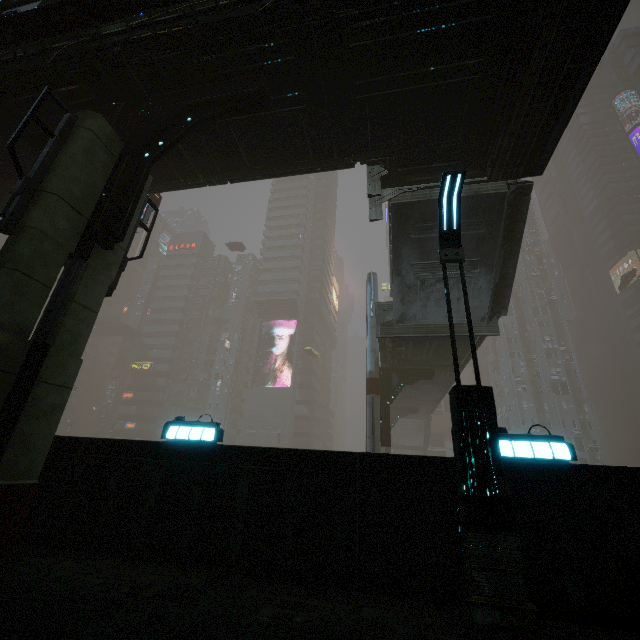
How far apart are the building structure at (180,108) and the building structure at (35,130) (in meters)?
0.68

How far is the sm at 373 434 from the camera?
19.05m

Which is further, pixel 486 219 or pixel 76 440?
pixel 486 219

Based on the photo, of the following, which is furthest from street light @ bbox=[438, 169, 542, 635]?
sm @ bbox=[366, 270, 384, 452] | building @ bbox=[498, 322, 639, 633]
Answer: sm @ bbox=[366, 270, 384, 452]

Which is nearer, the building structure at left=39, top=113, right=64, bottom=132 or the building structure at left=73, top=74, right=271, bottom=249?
the building structure at left=73, top=74, right=271, bottom=249

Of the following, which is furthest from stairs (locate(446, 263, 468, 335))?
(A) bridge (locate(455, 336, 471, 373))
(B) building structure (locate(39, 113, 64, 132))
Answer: (B) building structure (locate(39, 113, 64, 132))

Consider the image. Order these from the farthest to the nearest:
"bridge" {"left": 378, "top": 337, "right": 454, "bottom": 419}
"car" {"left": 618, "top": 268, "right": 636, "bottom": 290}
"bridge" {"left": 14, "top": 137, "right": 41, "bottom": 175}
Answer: "car" {"left": 618, "top": 268, "right": 636, "bottom": 290} → "bridge" {"left": 378, "top": 337, "right": 454, "bottom": 419} → "bridge" {"left": 14, "top": 137, "right": 41, "bottom": 175}

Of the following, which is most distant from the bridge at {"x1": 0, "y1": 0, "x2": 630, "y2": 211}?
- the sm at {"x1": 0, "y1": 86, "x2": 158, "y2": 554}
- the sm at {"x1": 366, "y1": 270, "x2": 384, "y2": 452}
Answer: the sm at {"x1": 366, "y1": 270, "x2": 384, "y2": 452}
